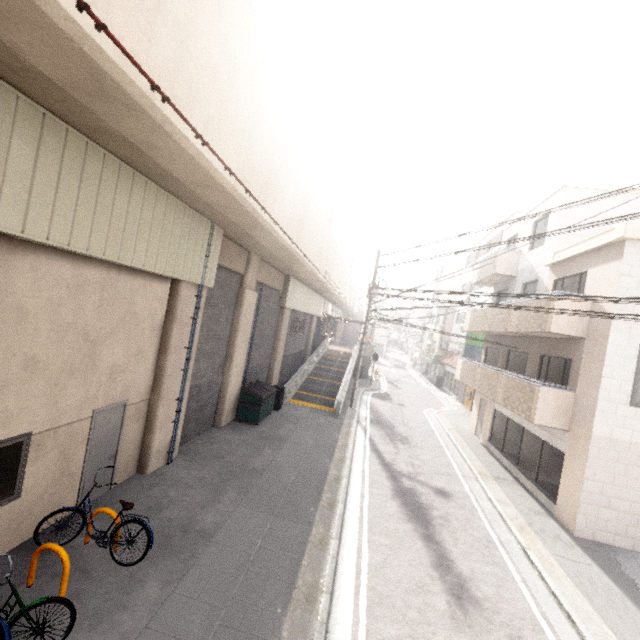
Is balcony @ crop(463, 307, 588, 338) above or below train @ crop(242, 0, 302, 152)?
below

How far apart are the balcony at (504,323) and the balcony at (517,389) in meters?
1.6 m

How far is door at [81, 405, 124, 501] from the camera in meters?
6.8

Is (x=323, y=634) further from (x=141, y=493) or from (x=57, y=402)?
(x=57, y=402)

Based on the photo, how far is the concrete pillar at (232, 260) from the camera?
11.56m

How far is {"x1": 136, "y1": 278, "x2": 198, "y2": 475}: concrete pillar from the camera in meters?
8.4 m

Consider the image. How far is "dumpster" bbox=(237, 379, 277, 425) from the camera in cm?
1319

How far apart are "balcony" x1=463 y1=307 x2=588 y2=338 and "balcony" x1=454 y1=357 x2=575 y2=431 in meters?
1.6
